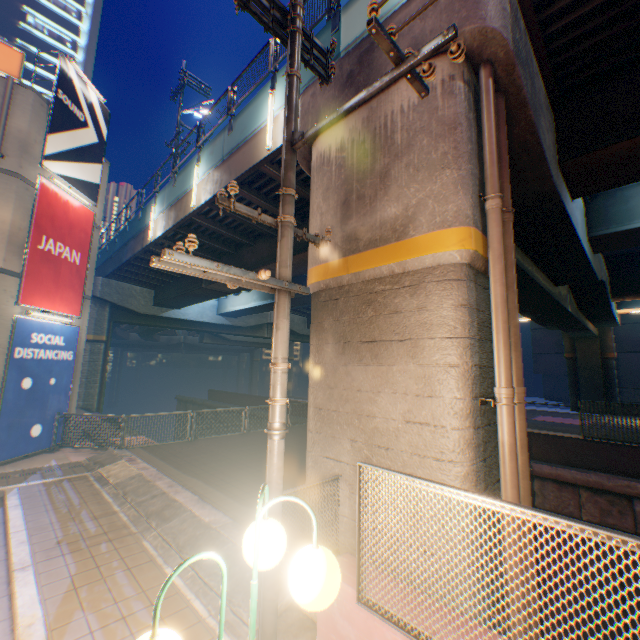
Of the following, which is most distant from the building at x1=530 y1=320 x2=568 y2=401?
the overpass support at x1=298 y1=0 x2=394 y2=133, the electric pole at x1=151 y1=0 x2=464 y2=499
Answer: the electric pole at x1=151 y1=0 x2=464 y2=499

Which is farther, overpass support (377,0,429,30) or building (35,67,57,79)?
building (35,67,57,79)

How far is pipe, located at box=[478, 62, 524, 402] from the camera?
4.2 meters

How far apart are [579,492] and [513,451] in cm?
895

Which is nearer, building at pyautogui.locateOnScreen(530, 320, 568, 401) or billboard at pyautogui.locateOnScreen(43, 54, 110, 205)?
billboard at pyautogui.locateOnScreen(43, 54, 110, 205)

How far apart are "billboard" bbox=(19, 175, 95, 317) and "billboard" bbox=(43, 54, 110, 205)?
0.2 meters

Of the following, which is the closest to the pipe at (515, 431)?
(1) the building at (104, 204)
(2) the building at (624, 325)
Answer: (1) the building at (104, 204)

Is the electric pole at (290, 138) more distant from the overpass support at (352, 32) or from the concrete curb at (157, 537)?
the overpass support at (352, 32)
